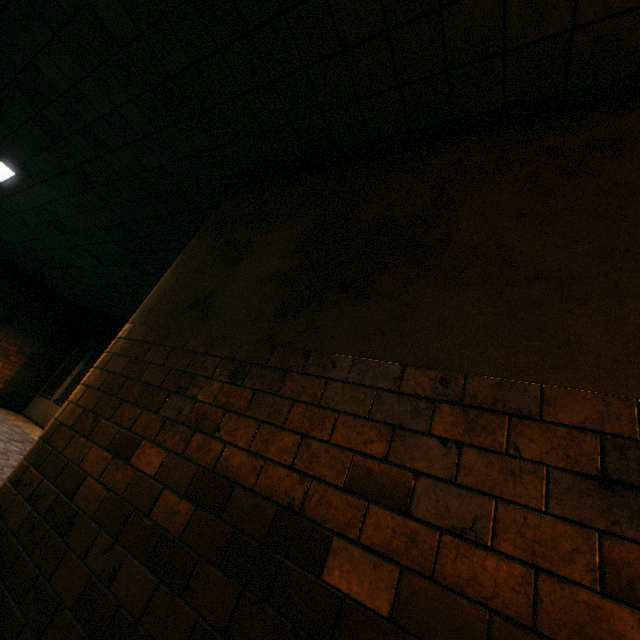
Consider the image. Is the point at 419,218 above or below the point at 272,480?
above
